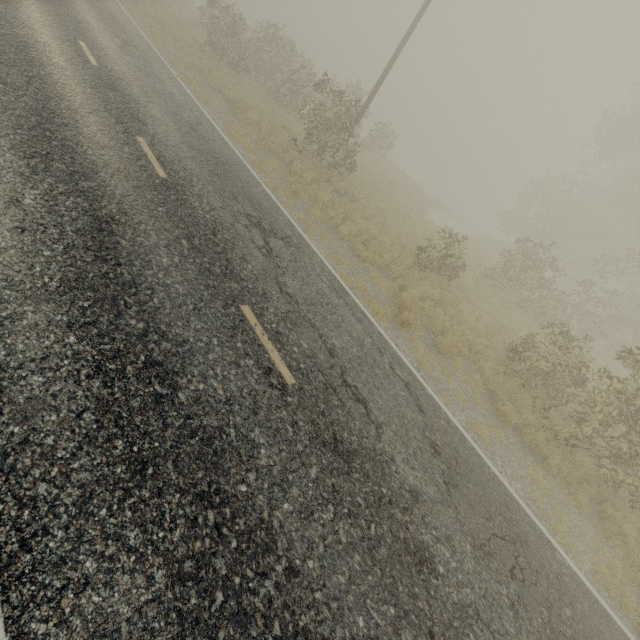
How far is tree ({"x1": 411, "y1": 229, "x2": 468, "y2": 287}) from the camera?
12.89m

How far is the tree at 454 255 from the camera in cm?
1289

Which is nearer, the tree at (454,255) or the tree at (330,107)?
the tree at (454,255)

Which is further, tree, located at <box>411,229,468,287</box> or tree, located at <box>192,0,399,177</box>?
tree, located at <box>192,0,399,177</box>

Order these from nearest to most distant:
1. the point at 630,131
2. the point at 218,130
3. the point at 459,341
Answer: the point at 459,341 < the point at 218,130 < the point at 630,131
